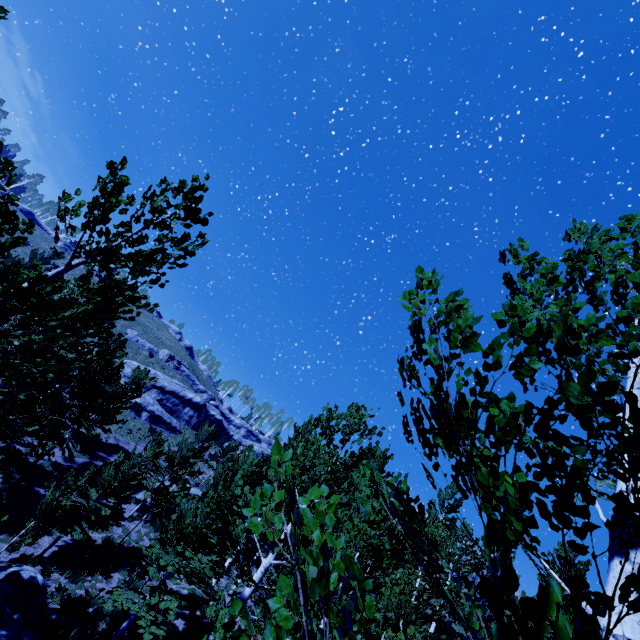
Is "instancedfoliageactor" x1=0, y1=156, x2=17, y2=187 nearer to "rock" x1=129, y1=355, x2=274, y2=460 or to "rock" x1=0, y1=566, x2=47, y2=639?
"rock" x1=0, y1=566, x2=47, y2=639

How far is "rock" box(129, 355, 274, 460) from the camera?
37.3m

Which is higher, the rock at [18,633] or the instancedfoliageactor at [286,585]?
the instancedfoliageactor at [286,585]

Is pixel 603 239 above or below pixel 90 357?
above

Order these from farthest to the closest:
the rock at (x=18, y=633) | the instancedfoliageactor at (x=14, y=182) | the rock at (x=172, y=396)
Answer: the rock at (x=172, y=396), the rock at (x=18, y=633), the instancedfoliageactor at (x=14, y=182)

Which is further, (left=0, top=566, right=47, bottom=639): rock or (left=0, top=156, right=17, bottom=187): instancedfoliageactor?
(left=0, top=566, right=47, bottom=639): rock

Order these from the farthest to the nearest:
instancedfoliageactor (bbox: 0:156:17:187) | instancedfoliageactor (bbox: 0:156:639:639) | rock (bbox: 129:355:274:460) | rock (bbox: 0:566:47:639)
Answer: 1. rock (bbox: 129:355:274:460)
2. rock (bbox: 0:566:47:639)
3. instancedfoliageactor (bbox: 0:156:17:187)
4. instancedfoliageactor (bbox: 0:156:639:639)
